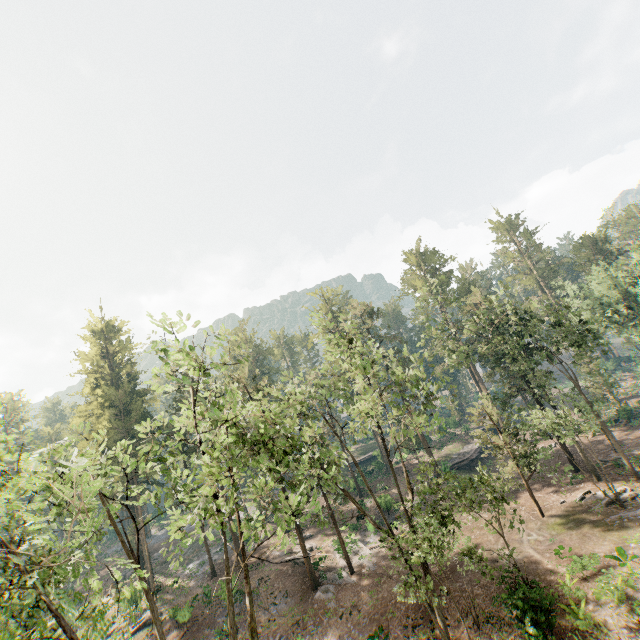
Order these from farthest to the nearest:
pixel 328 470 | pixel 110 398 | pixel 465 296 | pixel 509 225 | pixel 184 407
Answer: pixel 509 225
pixel 110 398
pixel 465 296
pixel 328 470
pixel 184 407

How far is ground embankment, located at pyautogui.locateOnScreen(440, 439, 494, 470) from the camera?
43.4m

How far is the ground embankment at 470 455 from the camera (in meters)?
43.44

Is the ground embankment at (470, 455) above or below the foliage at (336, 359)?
below

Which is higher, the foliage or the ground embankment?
the foliage

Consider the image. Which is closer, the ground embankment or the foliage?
the foliage
